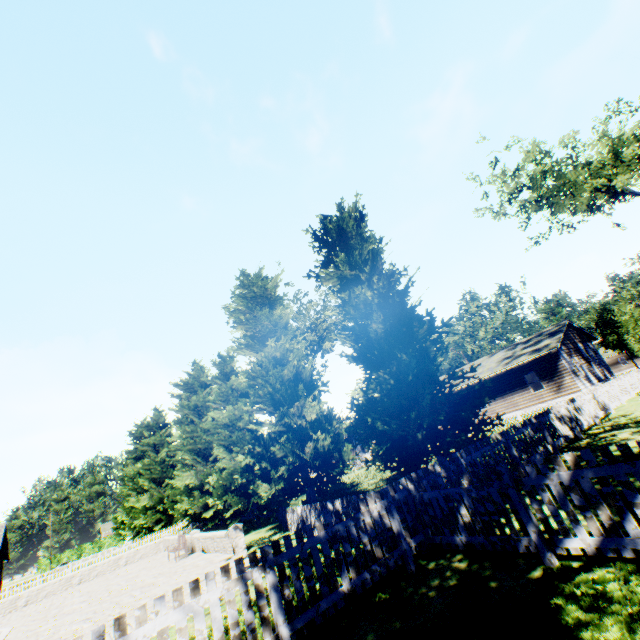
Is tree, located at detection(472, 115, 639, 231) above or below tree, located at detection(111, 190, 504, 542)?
above

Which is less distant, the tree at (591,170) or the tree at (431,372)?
the tree at (431,372)

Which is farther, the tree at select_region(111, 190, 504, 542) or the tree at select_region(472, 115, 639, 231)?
the tree at select_region(472, 115, 639, 231)

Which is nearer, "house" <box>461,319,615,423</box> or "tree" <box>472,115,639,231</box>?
"tree" <box>472,115,639,231</box>

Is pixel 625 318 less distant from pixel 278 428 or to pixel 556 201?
pixel 556 201

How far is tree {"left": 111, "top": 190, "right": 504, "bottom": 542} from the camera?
10.50m

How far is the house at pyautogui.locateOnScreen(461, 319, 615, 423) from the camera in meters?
24.4
